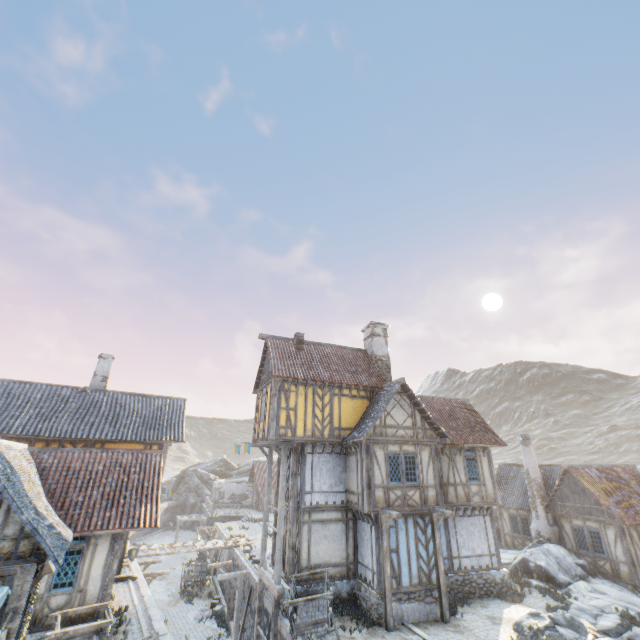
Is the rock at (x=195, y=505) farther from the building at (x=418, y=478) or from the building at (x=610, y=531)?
the building at (x=418, y=478)

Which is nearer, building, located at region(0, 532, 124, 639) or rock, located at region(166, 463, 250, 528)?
building, located at region(0, 532, 124, 639)

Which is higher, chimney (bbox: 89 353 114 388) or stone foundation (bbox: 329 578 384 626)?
chimney (bbox: 89 353 114 388)

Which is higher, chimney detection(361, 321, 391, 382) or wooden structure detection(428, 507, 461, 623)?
chimney detection(361, 321, 391, 382)

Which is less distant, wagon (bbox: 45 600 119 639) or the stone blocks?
wagon (bbox: 45 600 119 639)

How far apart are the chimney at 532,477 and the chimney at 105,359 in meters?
29.6 m

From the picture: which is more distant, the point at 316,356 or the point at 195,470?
the point at 195,470

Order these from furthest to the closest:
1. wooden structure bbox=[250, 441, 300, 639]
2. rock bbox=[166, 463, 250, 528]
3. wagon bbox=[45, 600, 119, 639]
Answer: rock bbox=[166, 463, 250, 528]
wooden structure bbox=[250, 441, 300, 639]
wagon bbox=[45, 600, 119, 639]
